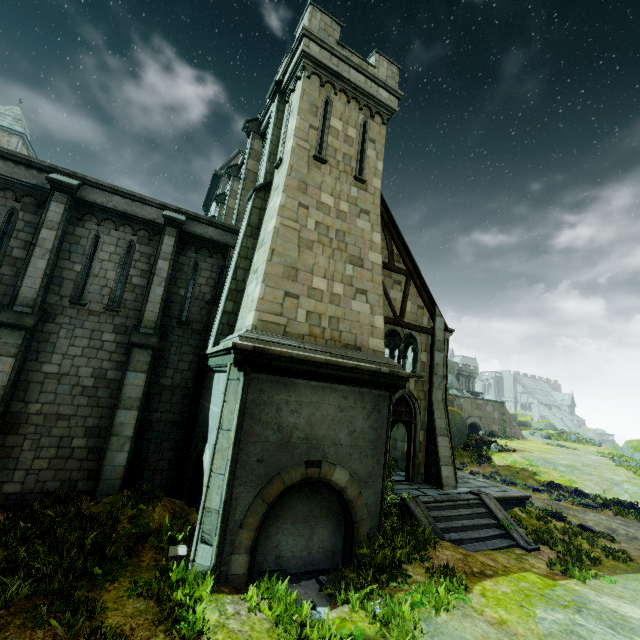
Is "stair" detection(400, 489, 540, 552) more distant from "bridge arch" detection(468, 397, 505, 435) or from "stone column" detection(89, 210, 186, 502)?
"bridge arch" detection(468, 397, 505, 435)

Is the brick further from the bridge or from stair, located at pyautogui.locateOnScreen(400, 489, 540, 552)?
the bridge

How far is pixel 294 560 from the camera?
7.7m

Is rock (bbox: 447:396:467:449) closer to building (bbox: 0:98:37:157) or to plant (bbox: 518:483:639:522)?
building (bbox: 0:98:37:157)

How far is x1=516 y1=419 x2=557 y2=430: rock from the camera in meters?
52.6 m

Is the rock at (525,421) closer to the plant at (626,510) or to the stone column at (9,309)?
the plant at (626,510)

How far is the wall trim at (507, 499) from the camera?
13.0 meters

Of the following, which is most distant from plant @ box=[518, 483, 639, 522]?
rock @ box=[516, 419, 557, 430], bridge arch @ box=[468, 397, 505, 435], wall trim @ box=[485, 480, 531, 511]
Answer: bridge arch @ box=[468, 397, 505, 435]
